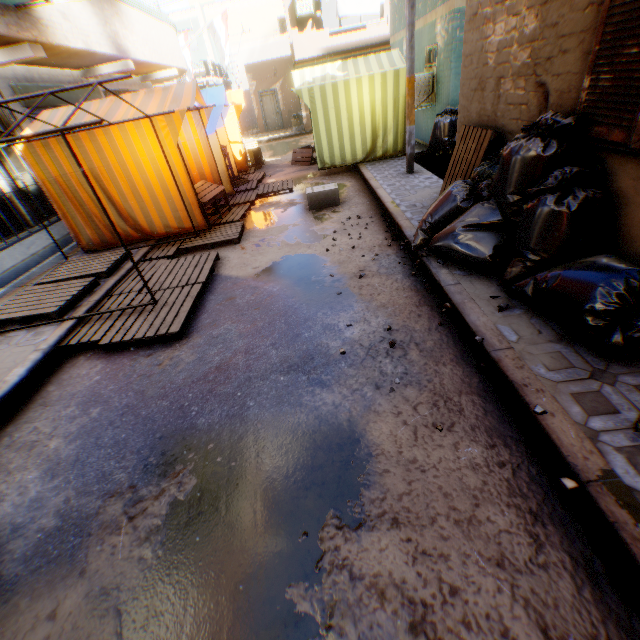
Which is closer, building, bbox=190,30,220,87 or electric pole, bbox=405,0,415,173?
electric pole, bbox=405,0,415,173

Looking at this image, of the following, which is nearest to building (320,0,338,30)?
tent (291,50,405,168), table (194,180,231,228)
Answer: tent (291,50,405,168)

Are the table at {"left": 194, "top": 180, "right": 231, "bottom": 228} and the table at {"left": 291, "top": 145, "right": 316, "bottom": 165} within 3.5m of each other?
no

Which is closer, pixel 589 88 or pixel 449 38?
pixel 589 88

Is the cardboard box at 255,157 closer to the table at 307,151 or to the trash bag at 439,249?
the table at 307,151

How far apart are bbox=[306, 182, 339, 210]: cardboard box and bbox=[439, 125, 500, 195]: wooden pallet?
1.8 meters

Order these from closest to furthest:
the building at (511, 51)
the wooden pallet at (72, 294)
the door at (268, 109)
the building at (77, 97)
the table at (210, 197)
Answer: the building at (511, 51)
the wooden pallet at (72, 294)
the table at (210, 197)
the building at (77, 97)
the door at (268, 109)

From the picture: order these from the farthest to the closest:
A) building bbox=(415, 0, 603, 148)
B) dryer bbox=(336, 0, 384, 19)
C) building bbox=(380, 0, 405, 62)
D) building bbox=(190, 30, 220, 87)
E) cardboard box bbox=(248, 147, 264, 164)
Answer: building bbox=(190, 30, 220, 87) < dryer bbox=(336, 0, 384, 19) < cardboard box bbox=(248, 147, 264, 164) < building bbox=(380, 0, 405, 62) < building bbox=(415, 0, 603, 148)
